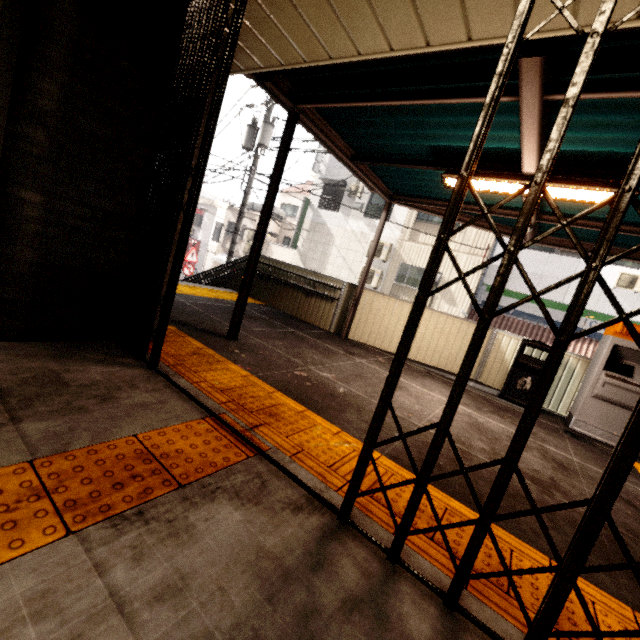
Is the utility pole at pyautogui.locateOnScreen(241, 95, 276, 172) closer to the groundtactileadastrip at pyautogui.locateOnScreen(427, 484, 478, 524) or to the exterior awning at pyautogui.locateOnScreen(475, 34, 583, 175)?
the exterior awning at pyautogui.locateOnScreen(475, 34, 583, 175)

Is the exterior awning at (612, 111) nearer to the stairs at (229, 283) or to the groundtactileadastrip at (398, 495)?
the groundtactileadastrip at (398, 495)

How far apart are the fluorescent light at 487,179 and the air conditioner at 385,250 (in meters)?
10.97

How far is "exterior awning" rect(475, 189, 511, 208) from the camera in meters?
4.9 m

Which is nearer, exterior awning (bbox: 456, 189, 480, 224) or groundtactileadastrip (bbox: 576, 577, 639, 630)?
groundtactileadastrip (bbox: 576, 577, 639, 630)

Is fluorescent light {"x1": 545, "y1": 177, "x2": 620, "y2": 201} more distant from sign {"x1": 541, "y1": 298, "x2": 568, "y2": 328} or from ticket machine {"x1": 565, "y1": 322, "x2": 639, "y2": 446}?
sign {"x1": 541, "y1": 298, "x2": 568, "y2": 328}

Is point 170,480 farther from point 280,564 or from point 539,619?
point 539,619

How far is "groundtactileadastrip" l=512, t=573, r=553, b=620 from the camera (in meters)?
1.52
